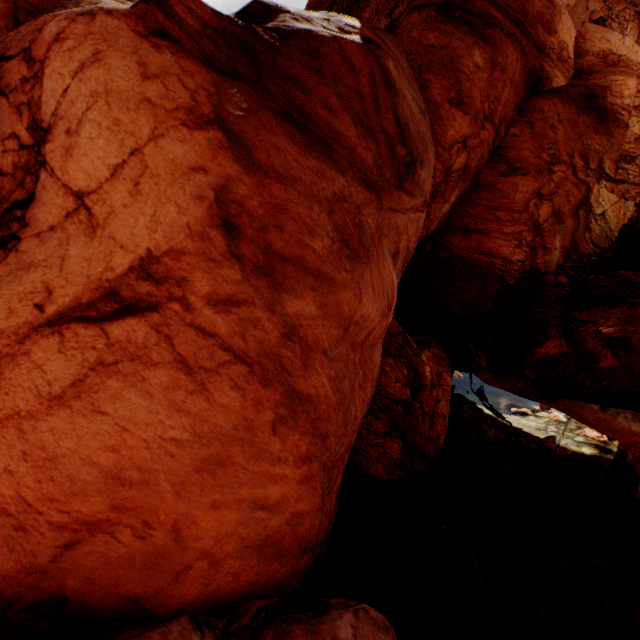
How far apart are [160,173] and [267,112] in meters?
3.0
